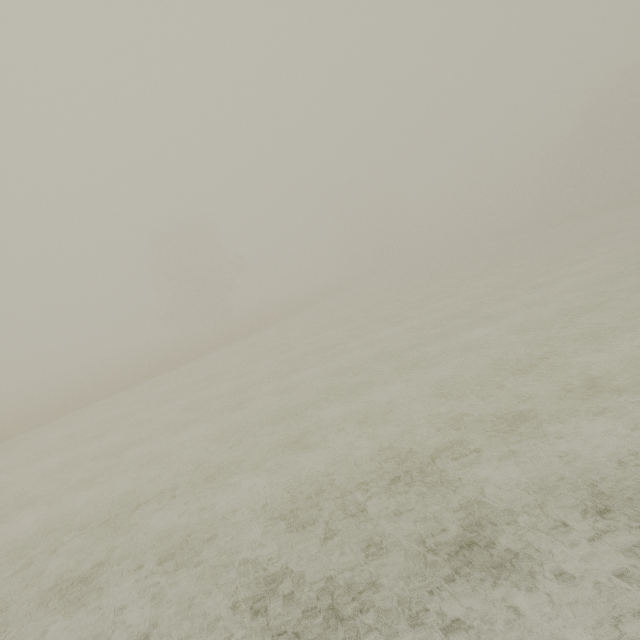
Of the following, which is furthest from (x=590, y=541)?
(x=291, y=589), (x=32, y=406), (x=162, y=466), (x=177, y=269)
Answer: (x=177, y=269)
